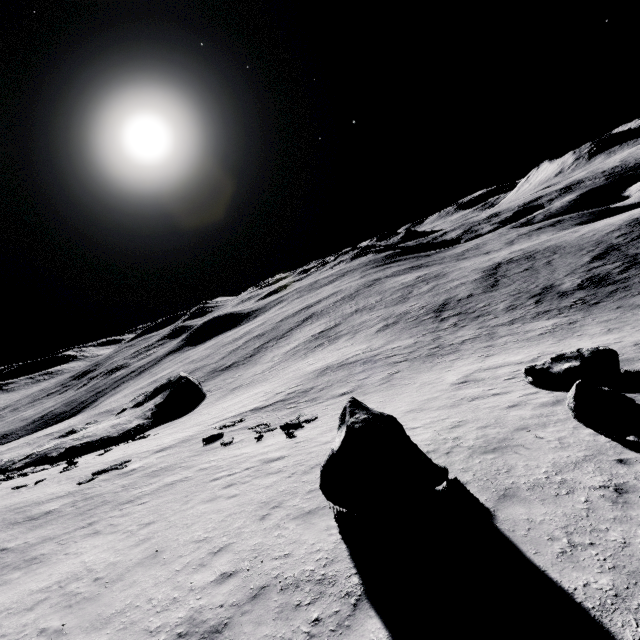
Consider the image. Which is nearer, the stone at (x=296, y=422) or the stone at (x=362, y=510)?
the stone at (x=362, y=510)

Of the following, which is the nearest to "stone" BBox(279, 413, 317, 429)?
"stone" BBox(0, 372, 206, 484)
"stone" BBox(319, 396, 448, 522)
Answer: "stone" BBox(319, 396, 448, 522)

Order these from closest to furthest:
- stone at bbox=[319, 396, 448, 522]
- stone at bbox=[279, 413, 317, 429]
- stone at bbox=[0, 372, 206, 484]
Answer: stone at bbox=[319, 396, 448, 522] → stone at bbox=[279, 413, 317, 429] → stone at bbox=[0, 372, 206, 484]

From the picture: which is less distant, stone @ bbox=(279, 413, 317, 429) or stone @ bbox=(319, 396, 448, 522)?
stone @ bbox=(319, 396, 448, 522)

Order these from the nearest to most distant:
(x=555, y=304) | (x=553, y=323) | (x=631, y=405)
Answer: (x=631, y=405)
(x=553, y=323)
(x=555, y=304)

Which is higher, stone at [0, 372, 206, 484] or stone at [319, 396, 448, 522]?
stone at [319, 396, 448, 522]

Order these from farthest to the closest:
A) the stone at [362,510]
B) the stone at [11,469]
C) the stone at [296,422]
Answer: the stone at [11,469] < the stone at [296,422] < the stone at [362,510]
